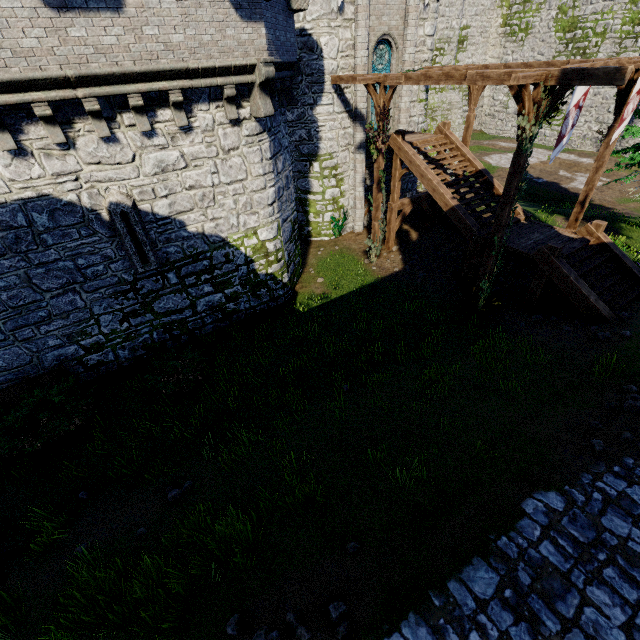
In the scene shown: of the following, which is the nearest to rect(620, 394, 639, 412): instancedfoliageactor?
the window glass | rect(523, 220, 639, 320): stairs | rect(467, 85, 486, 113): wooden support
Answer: rect(523, 220, 639, 320): stairs

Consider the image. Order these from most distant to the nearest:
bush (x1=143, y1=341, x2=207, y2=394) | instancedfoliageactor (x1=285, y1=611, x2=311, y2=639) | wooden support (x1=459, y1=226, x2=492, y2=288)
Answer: wooden support (x1=459, y1=226, x2=492, y2=288) < bush (x1=143, y1=341, x2=207, y2=394) < instancedfoliageactor (x1=285, y1=611, x2=311, y2=639)

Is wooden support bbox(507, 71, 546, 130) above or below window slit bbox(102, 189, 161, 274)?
above

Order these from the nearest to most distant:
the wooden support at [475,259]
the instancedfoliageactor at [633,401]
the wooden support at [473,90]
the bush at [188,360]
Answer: the instancedfoliageactor at [633,401], the bush at [188,360], the wooden support at [475,259], the wooden support at [473,90]

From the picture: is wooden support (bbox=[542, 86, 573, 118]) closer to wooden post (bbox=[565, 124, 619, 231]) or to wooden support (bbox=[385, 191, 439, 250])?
wooden post (bbox=[565, 124, 619, 231])

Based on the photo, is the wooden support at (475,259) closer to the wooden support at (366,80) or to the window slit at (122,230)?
the wooden support at (366,80)

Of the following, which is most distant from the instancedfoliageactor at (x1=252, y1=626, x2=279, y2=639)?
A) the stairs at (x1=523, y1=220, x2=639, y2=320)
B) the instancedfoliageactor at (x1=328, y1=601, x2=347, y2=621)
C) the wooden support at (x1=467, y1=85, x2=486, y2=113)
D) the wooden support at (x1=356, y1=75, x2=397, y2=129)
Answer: the wooden support at (x1=467, y1=85, x2=486, y2=113)

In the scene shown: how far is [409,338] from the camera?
12.05m
